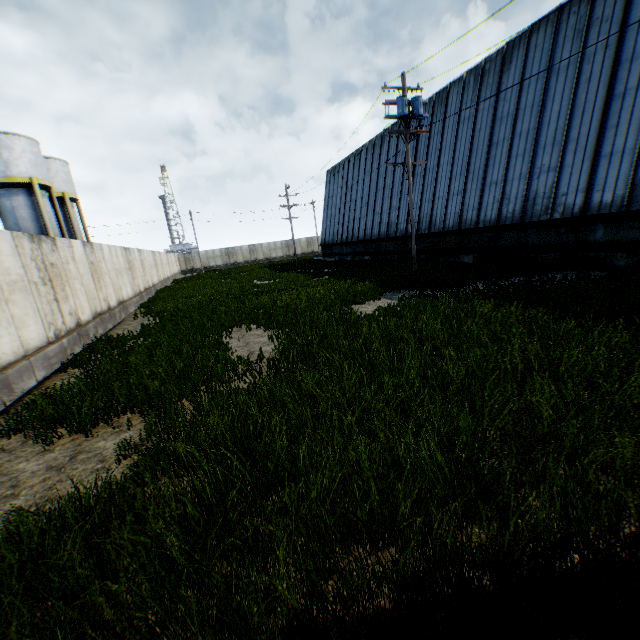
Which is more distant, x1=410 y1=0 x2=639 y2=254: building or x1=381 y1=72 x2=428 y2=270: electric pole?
x1=381 y1=72 x2=428 y2=270: electric pole

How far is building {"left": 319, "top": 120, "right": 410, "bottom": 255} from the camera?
26.62m

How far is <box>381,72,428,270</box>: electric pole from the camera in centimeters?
1492cm

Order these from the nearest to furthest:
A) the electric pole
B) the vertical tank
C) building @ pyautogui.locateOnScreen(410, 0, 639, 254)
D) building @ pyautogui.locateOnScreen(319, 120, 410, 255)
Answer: building @ pyautogui.locateOnScreen(410, 0, 639, 254) → the electric pole → the vertical tank → building @ pyautogui.locateOnScreen(319, 120, 410, 255)

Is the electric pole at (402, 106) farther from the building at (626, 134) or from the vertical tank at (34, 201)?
the vertical tank at (34, 201)

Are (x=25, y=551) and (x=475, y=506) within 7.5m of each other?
yes

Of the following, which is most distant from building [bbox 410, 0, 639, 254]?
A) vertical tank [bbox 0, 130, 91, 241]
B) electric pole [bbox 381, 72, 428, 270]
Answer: vertical tank [bbox 0, 130, 91, 241]
